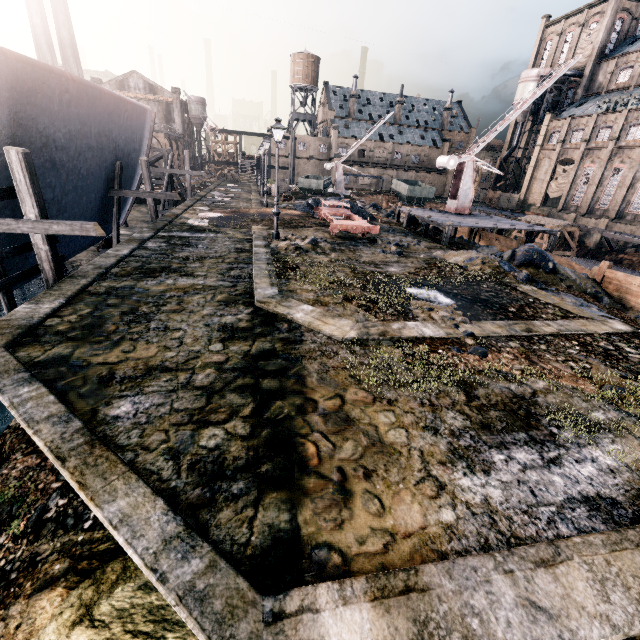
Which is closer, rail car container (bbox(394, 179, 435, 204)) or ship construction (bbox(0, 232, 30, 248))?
ship construction (bbox(0, 232, 30, 248))

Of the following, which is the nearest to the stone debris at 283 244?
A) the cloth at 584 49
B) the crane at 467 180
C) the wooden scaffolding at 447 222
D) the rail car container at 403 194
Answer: the wooden scaffolding at 447 222

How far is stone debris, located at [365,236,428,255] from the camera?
17.6 meters

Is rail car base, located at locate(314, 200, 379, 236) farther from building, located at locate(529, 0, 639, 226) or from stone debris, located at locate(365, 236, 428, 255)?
building, located at locate(529, 0, 639, 226)

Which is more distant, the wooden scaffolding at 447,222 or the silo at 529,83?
the silo at 529,83

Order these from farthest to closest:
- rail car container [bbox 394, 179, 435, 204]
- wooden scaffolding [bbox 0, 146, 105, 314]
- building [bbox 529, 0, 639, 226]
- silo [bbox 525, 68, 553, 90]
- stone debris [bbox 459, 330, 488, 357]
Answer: silo [bbox 525, 68, 553, 90], rail car container [bbox 394, 179, 435, 204], building [bbox 529, 0, 639, 226], wooden scaffolding [bbox 0, 146, 105, 314], stone debris [bbox 459, 330, 488, 357]

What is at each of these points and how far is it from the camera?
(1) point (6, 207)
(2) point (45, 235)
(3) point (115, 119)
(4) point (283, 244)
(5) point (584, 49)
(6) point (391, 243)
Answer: (1) ship construction, 12.01m
(2) wooden scaffolding, 9.51m
(3) ship construction, 17.11m
(4) stone debris, 16.39m
(5) cloth, 54.47m
(6) stone debris, 18.98m

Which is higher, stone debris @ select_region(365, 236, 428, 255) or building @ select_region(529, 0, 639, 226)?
building @ select_region(529, 0, 639, 226)
